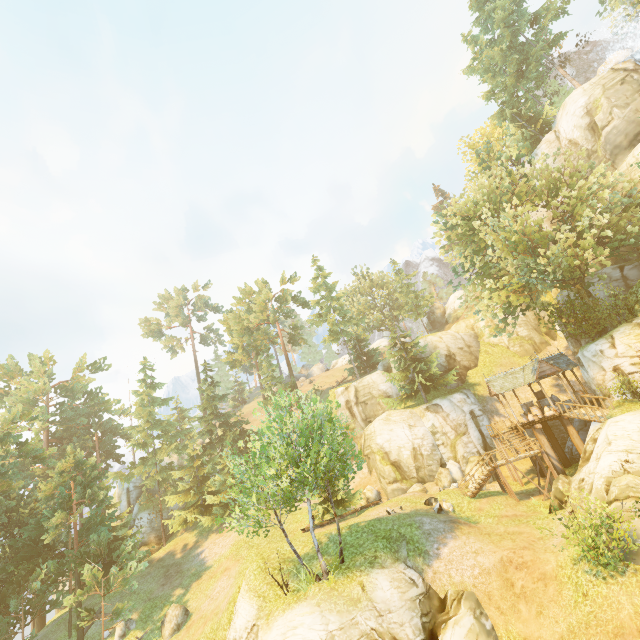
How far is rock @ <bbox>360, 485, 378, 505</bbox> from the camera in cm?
2990

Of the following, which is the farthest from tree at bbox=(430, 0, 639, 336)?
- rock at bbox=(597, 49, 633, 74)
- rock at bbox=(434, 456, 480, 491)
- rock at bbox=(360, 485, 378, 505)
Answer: rock at bbox=(597, 49, 633, 74)

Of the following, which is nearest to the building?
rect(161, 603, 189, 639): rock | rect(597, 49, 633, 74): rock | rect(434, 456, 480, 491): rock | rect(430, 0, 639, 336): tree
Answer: rect(430, 0, 639, 336): tree

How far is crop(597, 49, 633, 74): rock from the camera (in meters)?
30.23

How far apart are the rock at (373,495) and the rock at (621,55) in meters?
46.4

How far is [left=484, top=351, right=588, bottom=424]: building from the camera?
25.8 meters

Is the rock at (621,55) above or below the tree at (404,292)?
above

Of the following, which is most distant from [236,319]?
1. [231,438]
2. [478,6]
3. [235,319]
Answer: [478,6]
